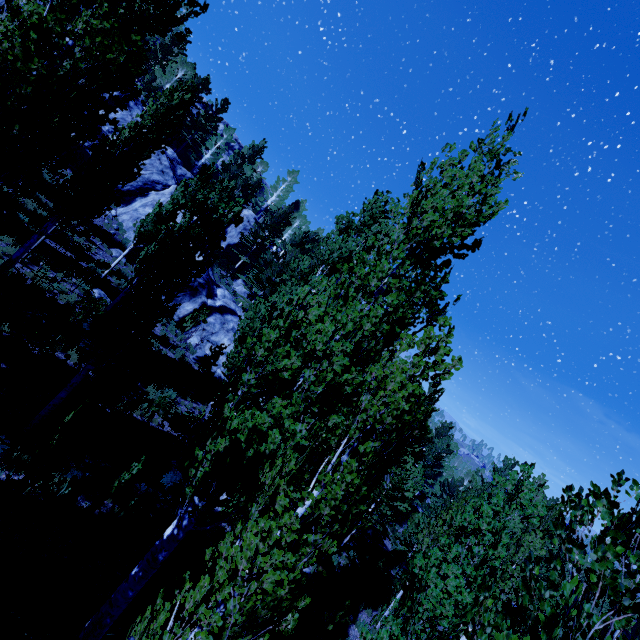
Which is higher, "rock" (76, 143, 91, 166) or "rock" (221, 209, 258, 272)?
"rock" (221, 209, 258, 272)

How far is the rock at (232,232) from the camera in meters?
Result: 39.2

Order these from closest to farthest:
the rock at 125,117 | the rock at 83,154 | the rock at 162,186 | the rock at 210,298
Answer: the rock at 210,298 → the rock at 83,154 → the rock at 162,186 → the rock at 125,117

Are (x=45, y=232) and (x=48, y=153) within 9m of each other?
yes

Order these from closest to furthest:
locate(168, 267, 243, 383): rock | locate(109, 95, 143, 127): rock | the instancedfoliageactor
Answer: the instancedfoliageactor, locate(168, 267, 243, 383): rock, locate(109, 95, 143, 127): rock

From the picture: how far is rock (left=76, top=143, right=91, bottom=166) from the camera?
25.5 meters

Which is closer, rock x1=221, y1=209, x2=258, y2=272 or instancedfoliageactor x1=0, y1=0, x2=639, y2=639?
instancedfoliageactor x1=0, y1=0, x2=639, y2=639
